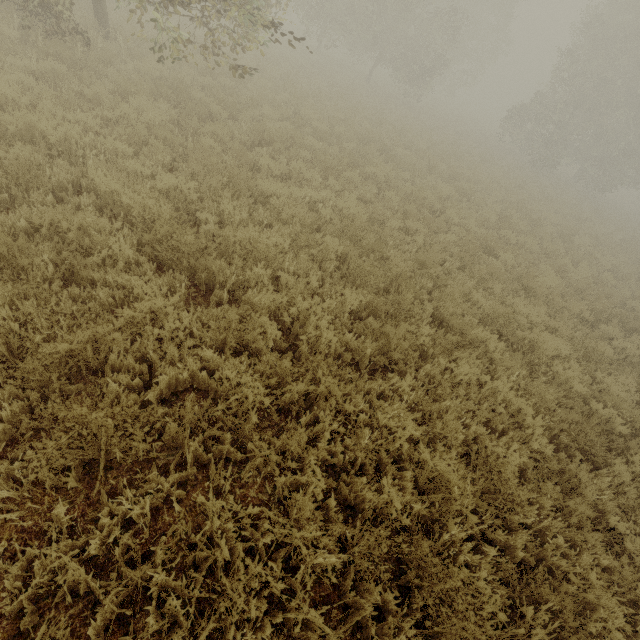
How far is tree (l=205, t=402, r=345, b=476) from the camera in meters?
3.0

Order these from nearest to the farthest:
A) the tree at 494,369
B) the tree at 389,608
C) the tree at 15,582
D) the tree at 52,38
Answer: the tree at 15,582, the tree at 389,608, the tree at 494,369, the tree at 52,38

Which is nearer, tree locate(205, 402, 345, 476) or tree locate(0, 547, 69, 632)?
tree locate(0, 547, 69, 632)

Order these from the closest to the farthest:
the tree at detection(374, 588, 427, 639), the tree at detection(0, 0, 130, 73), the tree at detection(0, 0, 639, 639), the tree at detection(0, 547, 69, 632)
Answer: the tree at detection(0, 547, 69, 632)
the tree at detection(374, 588, 427, 639)
the tree at detection(0, 0, 639, 639)
the tree at detection(0, 0, 130, 73)

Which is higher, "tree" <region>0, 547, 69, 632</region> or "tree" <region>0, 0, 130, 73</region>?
"tree" <region>0, 0, 130, 73</region>

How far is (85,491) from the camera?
2.8m

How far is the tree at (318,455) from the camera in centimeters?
303cm
